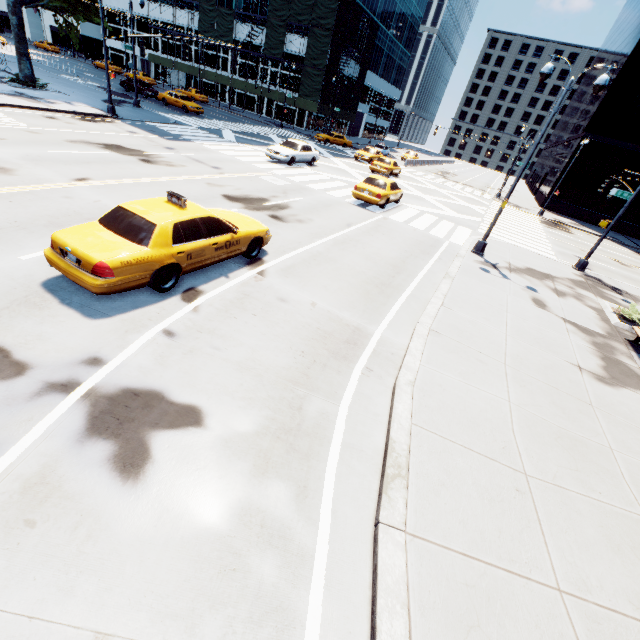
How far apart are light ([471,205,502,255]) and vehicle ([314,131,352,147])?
32.8m

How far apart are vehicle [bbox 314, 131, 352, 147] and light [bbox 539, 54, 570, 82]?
33.05m

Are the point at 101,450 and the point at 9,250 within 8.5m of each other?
yes

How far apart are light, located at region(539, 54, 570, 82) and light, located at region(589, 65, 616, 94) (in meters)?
1.51

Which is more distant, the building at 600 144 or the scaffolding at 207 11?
the scaffolding at 207 11

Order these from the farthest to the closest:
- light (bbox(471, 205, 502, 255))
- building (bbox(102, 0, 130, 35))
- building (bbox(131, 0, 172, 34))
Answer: building (bbox(102, 0, 130, 35)), building (bbox(131, 0, 172, 34)), light (bbox(471, 205, 502, 255))

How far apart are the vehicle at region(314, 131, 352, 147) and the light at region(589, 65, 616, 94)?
34.3 meters

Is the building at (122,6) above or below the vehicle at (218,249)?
above
